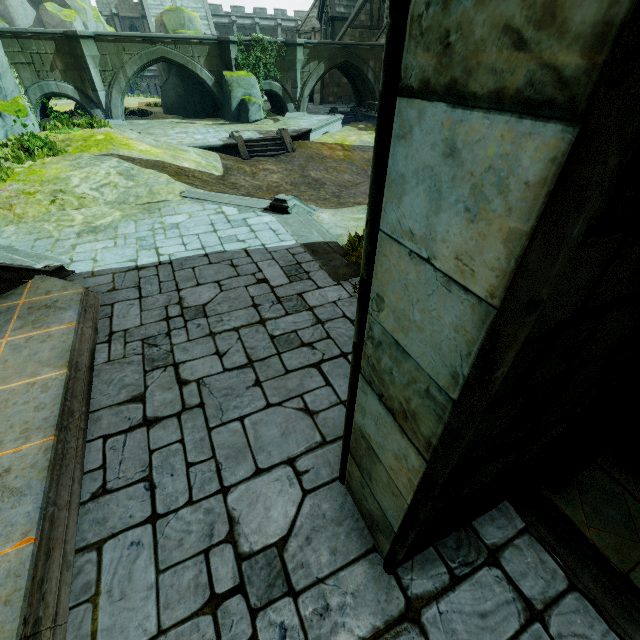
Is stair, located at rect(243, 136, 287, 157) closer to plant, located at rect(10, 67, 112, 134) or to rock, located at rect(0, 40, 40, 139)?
plant, located at rect(10, 67, 112, 134)

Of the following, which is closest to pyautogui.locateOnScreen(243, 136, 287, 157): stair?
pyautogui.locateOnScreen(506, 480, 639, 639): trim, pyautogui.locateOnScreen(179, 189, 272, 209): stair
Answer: pyautogui.locateOnScreen(179, 189, 272, 209): stair

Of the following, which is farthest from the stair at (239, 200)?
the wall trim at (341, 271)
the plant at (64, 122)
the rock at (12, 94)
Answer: the plant at (64, 122)

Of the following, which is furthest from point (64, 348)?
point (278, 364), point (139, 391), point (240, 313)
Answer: point (278, 364)

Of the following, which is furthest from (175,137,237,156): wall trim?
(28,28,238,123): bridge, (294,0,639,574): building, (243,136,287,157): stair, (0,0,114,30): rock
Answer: (0,0,114,30): rock

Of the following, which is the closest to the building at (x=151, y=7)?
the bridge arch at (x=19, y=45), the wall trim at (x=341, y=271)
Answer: the bridge arch at (x=19, y=45)

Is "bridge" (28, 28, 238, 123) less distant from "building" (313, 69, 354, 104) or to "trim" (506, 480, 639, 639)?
"building" (313, 69, 354, 104)

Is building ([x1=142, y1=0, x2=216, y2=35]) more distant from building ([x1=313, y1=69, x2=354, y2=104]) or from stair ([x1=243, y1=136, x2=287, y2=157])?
stair ([x1=243, y1=136, x2=287, y2=157])
